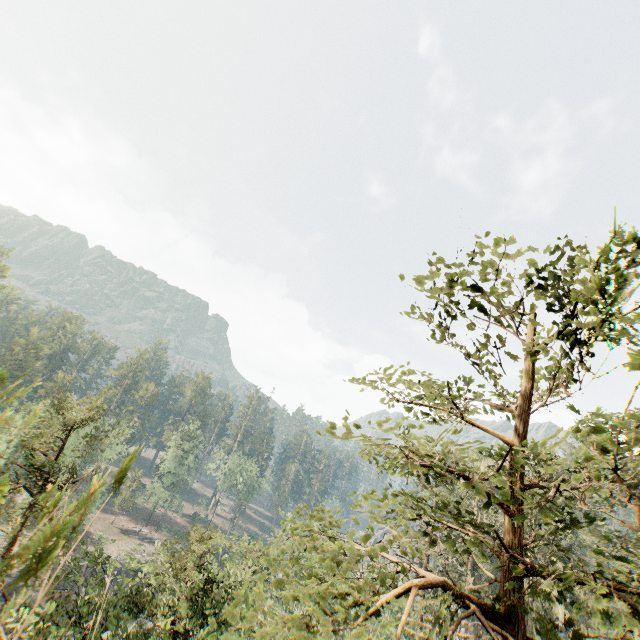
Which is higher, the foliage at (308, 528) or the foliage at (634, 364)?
the foliage at (634, 364)

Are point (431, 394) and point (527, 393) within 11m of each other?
yes

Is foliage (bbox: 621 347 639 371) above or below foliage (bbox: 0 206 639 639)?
above
